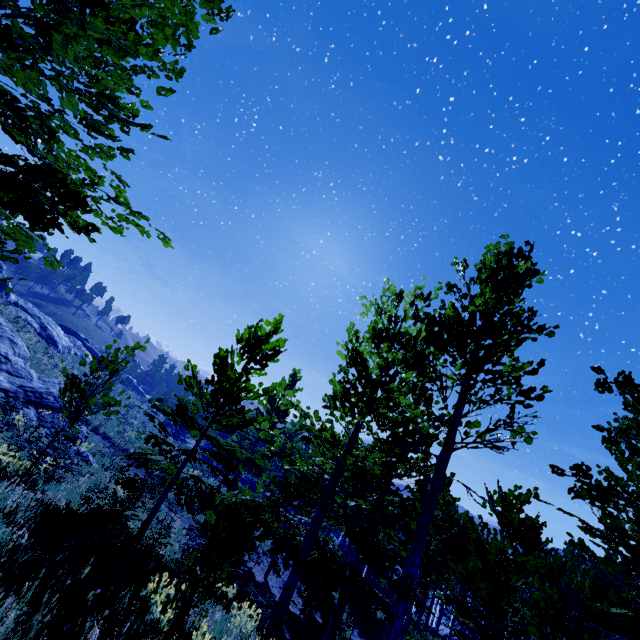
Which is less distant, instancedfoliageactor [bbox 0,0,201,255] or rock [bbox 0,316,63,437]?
instancedfoliageactor [bbox 0,0,201,255]

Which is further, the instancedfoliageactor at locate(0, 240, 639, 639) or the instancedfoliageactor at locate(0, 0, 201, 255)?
the instancedfoliageactor at locate(0, 240, 639, 639)

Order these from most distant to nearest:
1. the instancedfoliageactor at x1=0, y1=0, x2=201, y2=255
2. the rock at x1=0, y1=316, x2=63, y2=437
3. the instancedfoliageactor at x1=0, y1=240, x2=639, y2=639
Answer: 1. the rock at x1=0, y1=316, x2=63, y2=437
2. the instancedfoliageactor at x1=0, y1=240, x2=639, y2=639
3. the instancedfoliageactor at x1=0, y1=0, x2=201, y2=255

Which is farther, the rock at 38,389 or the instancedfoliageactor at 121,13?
the rock at 38,389

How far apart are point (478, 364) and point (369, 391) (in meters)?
→ 2.88

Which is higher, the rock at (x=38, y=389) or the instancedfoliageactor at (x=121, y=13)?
the instancedfoliageactor at (x=121, y=13)

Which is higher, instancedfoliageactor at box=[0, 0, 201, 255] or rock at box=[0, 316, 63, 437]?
instancedfoliageactor at box=[0, 0, 201, 255]
